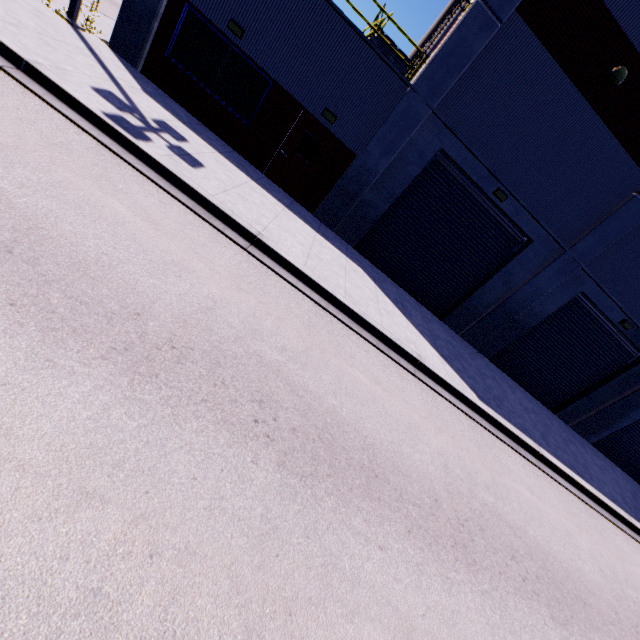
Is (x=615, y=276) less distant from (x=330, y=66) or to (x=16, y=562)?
(x=330, y=66)

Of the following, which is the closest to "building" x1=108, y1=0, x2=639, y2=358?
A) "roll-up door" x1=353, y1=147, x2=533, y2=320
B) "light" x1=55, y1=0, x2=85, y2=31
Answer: "roll-up door" x1=353, y1=147, x2=533, y2=320

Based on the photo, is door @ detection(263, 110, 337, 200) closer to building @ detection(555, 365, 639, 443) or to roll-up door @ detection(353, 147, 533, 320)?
building @ detection(555, 365, 639, 443)

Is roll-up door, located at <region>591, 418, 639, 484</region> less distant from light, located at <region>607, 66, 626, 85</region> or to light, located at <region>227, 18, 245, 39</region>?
light, located at <region>607, 66, 626, 85</region>

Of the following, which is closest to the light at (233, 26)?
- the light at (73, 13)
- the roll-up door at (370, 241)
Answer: the light at (73, 13)

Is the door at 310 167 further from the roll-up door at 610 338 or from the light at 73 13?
the light at 73 13

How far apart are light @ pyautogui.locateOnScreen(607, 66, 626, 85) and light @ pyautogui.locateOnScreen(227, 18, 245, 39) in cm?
1077

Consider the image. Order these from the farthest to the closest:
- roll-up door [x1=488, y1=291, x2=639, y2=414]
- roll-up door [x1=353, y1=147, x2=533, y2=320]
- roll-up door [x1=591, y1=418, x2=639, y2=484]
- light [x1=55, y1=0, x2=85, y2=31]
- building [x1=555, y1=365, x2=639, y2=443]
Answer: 1. roll-up door [x1=591, y1=418, x2=639, y2=484]
2. building [x1=555, y1=365, x2=639, y2=443]
3. roll-up door [x1=488, y1=291, x2=639, y2=414]
4. roll-up door [x1=353, y1=147, x2=533, y2=320]
5. light [x1=55, y1=0, x2=85, y2=31]
